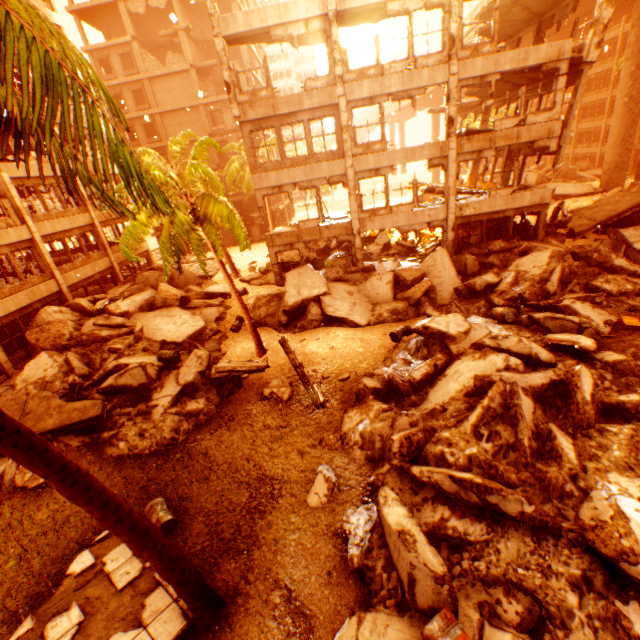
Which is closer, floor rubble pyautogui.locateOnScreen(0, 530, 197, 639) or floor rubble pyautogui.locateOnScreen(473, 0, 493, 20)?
floor rubble pyautogui.locateOnScreen(0, 530, 197, 639)

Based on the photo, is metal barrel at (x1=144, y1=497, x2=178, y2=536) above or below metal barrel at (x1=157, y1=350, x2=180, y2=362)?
below

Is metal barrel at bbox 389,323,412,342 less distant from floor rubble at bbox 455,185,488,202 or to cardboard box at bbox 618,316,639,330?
cardboard box at bbox 618,316,639,330

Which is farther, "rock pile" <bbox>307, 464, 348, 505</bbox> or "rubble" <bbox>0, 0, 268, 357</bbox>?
→ "rock pile" <bbox>307, 464, 348, 505</bbox>

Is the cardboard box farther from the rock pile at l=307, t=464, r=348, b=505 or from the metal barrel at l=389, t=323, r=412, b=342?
the metal barrel at l=389, t=323, r=412, b=342

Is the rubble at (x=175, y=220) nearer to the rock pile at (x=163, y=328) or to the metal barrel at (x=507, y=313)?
the rock pile at (x=163, y=328)

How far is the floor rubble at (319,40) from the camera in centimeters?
1577cm

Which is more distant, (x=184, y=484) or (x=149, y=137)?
(x=149, y=137)
